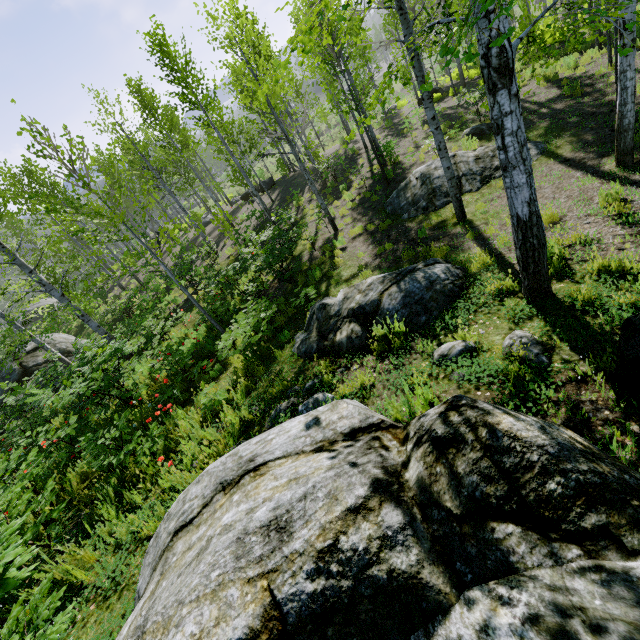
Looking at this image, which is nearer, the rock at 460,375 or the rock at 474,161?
the rock at 460,375

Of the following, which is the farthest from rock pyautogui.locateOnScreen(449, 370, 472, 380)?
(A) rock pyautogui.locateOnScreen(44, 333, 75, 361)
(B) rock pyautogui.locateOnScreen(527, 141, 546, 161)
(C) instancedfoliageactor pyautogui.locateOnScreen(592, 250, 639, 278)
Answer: (A) rock pyautogui.locateOnScreen(44, 333, 75, 361)

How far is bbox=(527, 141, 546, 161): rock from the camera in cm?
896

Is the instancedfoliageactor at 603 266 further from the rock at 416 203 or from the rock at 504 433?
the rock at 504 433

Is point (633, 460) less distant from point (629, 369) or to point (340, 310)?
point (629, 369)

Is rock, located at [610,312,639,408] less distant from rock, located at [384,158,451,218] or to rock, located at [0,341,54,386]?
rock, located at [384,158,451,218]

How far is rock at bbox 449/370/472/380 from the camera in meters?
3.7 m
